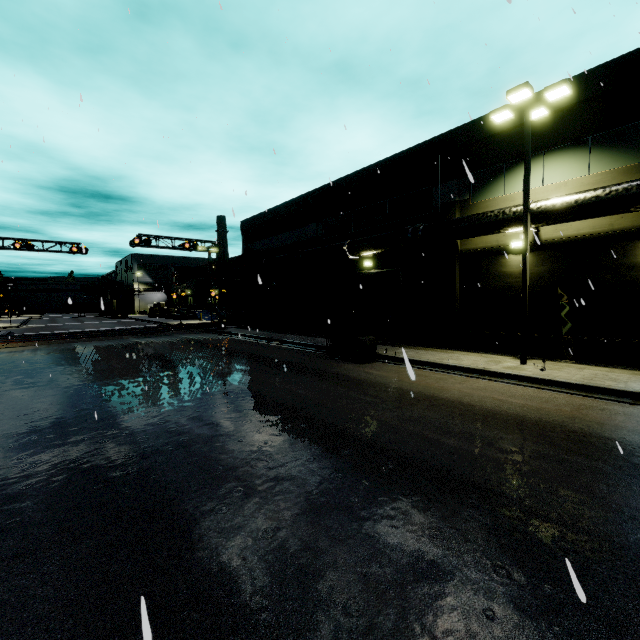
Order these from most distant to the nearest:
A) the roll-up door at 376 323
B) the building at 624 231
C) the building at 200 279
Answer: the building at 200 279, the roll-up door at 376 323, the building at 624 231

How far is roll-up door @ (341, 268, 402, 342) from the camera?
19.52m

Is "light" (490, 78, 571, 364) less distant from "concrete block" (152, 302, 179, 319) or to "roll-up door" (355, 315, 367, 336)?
"roll-up door" (355, 315, 367, 336)

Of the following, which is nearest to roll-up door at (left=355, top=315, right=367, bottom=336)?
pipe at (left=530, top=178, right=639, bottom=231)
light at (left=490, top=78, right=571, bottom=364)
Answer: pipe at (left=530, top=178, right=639, bottom=231)

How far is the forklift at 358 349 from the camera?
14.6m

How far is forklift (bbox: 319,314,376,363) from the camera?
14.59m

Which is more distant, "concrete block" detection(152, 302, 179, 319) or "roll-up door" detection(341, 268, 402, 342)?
"concrete block" detection(152, 302, 179, 319)

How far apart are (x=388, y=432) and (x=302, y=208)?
21.77m
